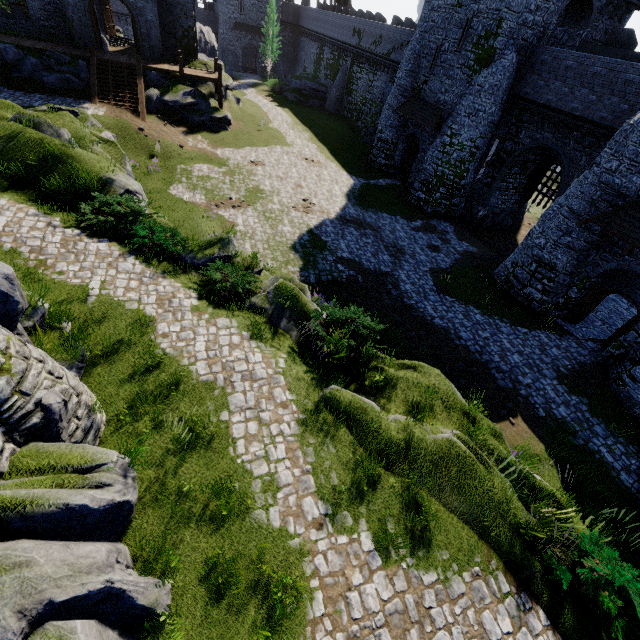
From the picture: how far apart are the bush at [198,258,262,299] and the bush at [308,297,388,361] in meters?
2.2 m

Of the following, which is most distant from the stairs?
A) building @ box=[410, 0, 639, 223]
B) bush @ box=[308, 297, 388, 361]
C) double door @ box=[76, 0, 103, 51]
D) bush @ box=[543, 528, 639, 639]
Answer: bush @ box=[543, 528, 639, 639]

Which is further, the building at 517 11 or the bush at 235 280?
the building at 517 11

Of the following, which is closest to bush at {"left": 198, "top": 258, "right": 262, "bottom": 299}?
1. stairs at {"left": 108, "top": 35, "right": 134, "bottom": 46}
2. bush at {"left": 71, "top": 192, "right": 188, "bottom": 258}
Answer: bush at {"left": 71, "top": 192, "right": 188, "bottom": 258}

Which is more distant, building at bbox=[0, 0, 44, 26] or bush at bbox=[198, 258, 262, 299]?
building at bbox=[0, 0, 44, 26]

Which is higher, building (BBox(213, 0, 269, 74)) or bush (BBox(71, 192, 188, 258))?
building (BBox(213, 0, 269, 74))

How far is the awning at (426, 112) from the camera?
24.1 meters

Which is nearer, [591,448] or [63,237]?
[63,237]
